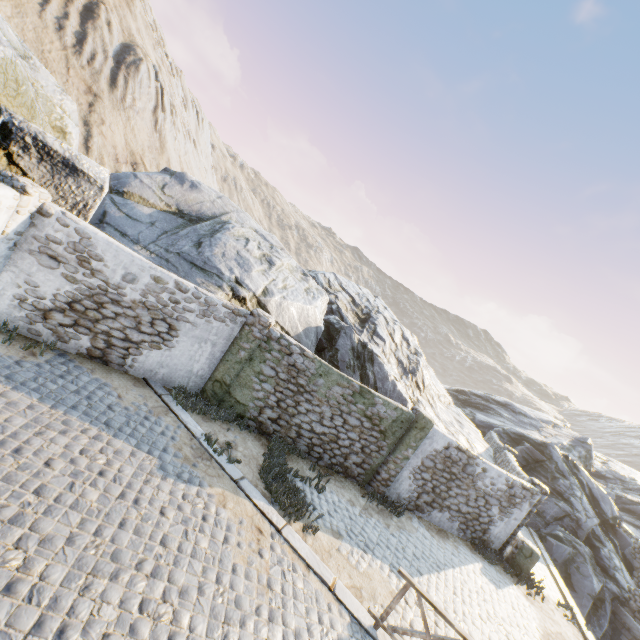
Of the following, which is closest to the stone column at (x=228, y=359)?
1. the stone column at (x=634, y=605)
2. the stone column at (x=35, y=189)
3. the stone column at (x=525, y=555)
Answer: the stone column at (x=35, y=189)

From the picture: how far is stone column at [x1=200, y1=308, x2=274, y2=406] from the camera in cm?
927

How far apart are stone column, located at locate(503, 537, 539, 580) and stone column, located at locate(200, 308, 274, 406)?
11.38m

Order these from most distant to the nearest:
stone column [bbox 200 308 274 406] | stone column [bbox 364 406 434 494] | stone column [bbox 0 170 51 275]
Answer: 1. stone column [bbox 364 406 434 494]
2. stone column [bbox 200 308 274 406]
3. stone column [bbox 0 170 51 275]

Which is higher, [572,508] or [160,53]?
[160,53]

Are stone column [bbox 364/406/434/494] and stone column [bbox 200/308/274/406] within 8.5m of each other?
yes

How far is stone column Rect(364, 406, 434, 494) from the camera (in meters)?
10.53

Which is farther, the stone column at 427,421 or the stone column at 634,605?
the stone column at 634,605
